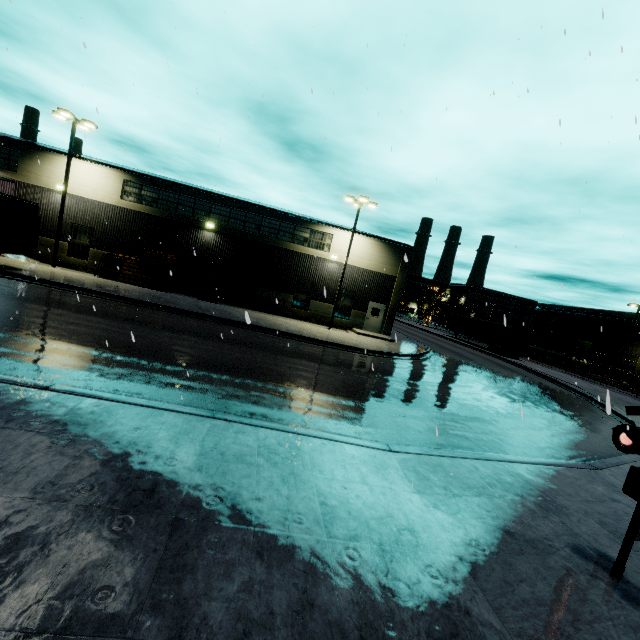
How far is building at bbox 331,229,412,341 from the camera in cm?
2605

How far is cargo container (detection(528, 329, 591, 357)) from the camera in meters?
42.8

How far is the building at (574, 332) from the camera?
46.03m

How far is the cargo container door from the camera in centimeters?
4247cm

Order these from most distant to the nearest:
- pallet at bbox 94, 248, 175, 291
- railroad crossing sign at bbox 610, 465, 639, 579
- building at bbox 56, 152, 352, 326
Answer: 1. building at bbox 56, 152, 352, 326
2. pallet at bbox 94, 248, 175, 291
3. railroad crossing sign at bbox 610, 465, 639, 579

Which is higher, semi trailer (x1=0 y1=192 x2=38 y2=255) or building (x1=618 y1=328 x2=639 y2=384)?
building (x1=618 y1=328 x2=639 y2=384)

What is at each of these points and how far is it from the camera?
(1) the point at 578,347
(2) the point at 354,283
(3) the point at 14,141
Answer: (1) cargo container door, 42.56m
(2) building, 26.38m
(3) building, 22.41m

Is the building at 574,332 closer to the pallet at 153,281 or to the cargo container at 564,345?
the pallet at 153,281
